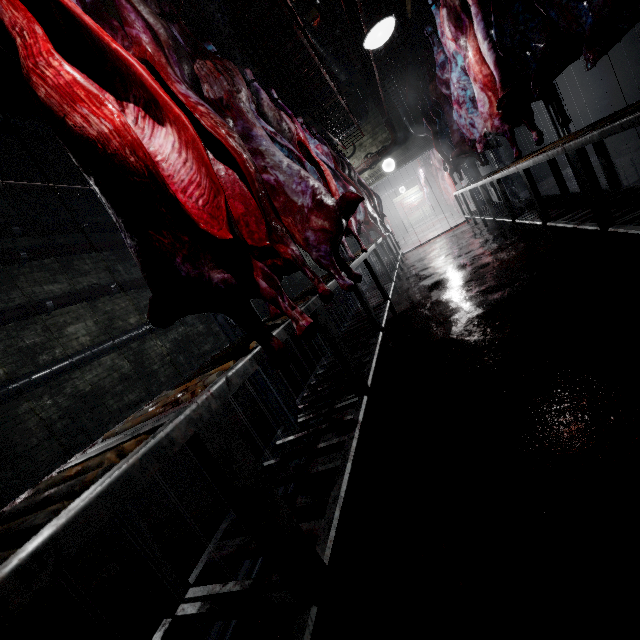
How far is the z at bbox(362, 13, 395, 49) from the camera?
2.82m

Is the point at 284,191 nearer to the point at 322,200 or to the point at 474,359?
the point at 322,200

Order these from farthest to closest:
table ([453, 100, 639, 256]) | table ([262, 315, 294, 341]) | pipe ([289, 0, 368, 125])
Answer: pipe ([289, 0, 368, 125]), table ([453, 100, 639, 256]), table ([262, 315, 294, 341])

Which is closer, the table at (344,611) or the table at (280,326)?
the table at (344,611)

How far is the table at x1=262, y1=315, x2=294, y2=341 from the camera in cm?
122

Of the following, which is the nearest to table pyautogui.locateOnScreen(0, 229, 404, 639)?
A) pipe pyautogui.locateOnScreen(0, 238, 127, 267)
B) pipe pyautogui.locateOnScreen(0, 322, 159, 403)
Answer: pipe pyautogui.locateOnScreen(0, 322, 159, 403)

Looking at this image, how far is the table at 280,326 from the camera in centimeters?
122cm

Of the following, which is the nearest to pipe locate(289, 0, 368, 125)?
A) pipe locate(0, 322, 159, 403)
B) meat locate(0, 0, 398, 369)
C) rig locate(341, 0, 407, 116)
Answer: rig locate(341, 0, 407, 116)
